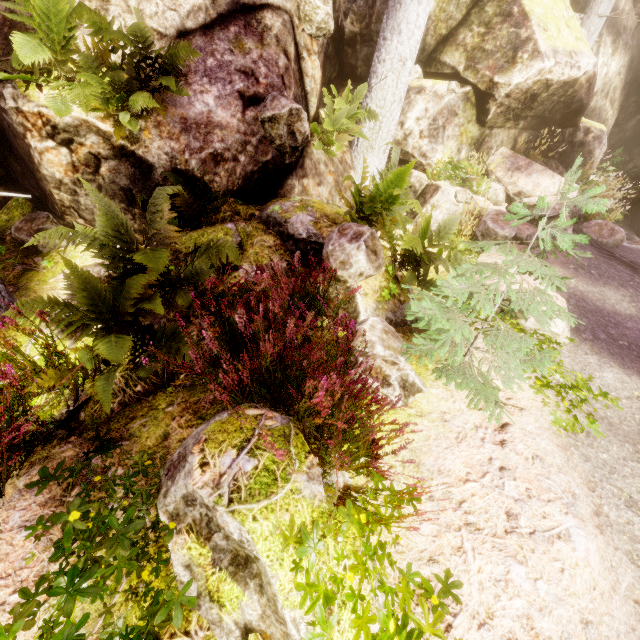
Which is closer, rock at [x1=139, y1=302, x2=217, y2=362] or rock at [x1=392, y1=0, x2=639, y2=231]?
rock at [x1=139, y1=302, x2=217, y2=362]

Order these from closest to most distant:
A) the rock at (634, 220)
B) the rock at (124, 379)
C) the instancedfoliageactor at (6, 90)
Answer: the rock at (124, 379), the instancedfoliageactor at (6, 90), the rock at (634, 220)

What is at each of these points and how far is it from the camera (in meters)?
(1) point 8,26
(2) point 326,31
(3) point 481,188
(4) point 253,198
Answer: (1) rock, 4.14
(2) instancedfoliageactor, 5.56
(3) instancedfoliageactor, 8.21
(4) rock, 5.30

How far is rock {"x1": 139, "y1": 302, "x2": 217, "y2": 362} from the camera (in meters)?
3.39

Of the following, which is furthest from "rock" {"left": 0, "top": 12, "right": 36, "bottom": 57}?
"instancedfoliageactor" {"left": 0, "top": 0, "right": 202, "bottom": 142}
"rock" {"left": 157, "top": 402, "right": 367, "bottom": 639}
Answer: "rock" {"left": 157, "top": 402, "right": 367, "bottom": 639}

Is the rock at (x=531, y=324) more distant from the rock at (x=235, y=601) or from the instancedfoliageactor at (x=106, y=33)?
the rock at (x=235, y=601)
